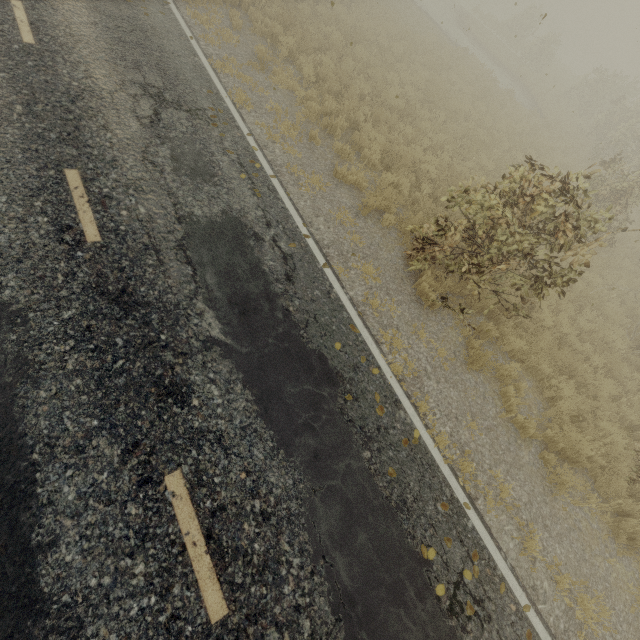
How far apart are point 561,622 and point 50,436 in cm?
742
